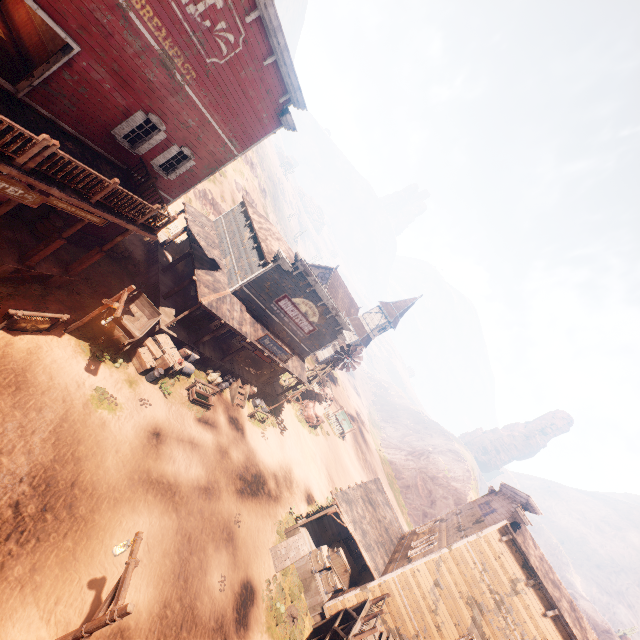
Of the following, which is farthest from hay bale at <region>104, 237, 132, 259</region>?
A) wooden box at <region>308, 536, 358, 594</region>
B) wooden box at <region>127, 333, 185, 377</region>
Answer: wooden box at <region>308, 536, 358, 594</region>

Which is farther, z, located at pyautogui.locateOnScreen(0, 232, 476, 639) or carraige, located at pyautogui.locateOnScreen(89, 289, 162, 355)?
carraige, located at pyautogui.locateOnScreen(89, 289, 162, 355)

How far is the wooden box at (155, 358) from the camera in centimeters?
1485cm

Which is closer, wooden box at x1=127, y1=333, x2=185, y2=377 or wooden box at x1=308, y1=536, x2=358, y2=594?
wooden box at x1=127, y1=333, x2=185, y2=377

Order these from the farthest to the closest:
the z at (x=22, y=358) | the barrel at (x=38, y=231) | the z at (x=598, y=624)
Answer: the z at (x=598, y=624)
the barrel at (x=38, y=231)
the z at (x=22, y=358)

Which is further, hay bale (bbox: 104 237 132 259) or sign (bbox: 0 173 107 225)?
hay bale (bbox: 104 237 132 259)

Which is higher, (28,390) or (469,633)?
(469,633)

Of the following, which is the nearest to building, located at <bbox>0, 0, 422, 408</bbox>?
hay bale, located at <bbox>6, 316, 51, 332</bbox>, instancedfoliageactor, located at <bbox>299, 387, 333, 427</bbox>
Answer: hay bale, located at <bbox>6, 316, 51, 332</bbox>
